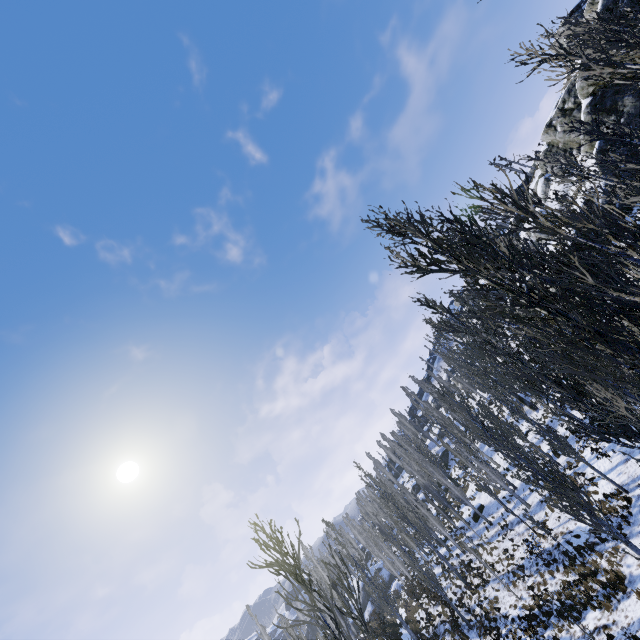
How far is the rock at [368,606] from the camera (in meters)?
48.97

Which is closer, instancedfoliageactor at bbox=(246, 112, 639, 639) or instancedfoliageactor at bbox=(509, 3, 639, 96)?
instancedfoliageactor at bbox=(246, 112, 639, 639)

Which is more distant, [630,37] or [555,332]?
[630,37]

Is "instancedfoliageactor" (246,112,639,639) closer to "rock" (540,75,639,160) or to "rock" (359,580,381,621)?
"rock" (359,580,381,621)

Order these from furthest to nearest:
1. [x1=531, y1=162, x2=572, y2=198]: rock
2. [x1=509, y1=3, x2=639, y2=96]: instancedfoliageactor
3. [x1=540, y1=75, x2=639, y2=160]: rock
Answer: [x1=531, y1=162, x2=572, y2=198]: rock
[x1=540, y1=75, x2=639, y2=160]: rock
[x1=509, y1=3, x2=639, y2=96]: instancedfoliageactor

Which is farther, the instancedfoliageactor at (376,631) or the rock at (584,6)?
the rock at (584,6)

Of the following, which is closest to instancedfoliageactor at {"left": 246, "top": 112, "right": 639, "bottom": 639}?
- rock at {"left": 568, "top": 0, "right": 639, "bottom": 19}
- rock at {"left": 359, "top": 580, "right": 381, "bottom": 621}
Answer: → rock at {"left": 359, "top": 580, "right": 381, "bottom": 621}
